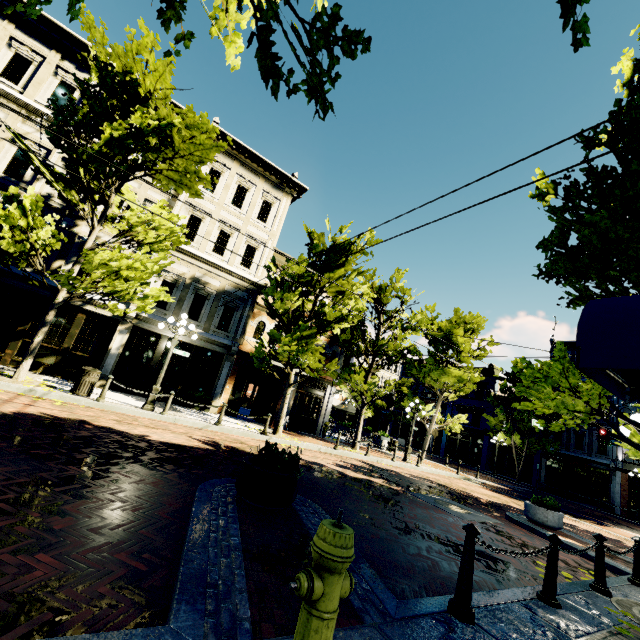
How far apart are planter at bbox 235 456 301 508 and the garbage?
7.8 meters

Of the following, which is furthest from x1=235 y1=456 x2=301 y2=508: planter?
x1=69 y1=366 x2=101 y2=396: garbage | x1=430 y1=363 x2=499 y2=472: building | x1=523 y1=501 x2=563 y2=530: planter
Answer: x1=430 y1=363 x2=499 y2=472: building

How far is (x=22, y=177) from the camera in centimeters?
1324cm

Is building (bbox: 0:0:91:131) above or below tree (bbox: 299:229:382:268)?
above

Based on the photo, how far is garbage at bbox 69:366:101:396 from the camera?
10.2 meters

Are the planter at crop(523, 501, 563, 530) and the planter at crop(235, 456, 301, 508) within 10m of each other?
yes

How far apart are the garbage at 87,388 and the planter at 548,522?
14.6m

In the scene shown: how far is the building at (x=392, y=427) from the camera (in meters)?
45.44
